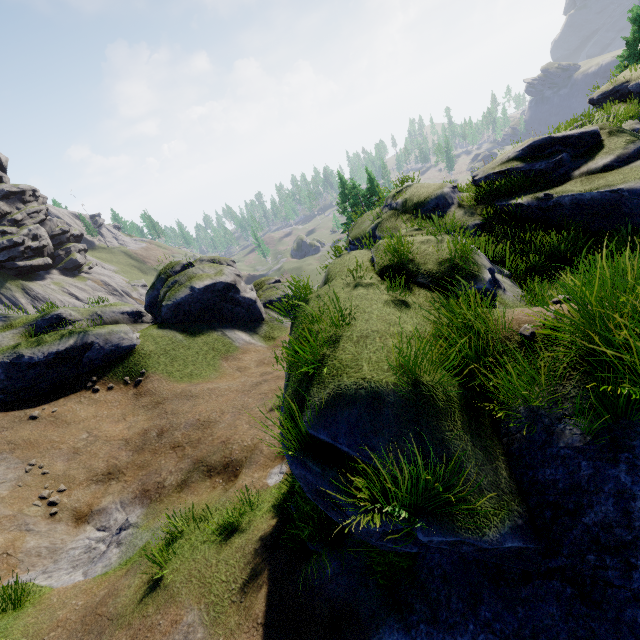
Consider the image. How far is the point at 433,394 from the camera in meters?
4.0
